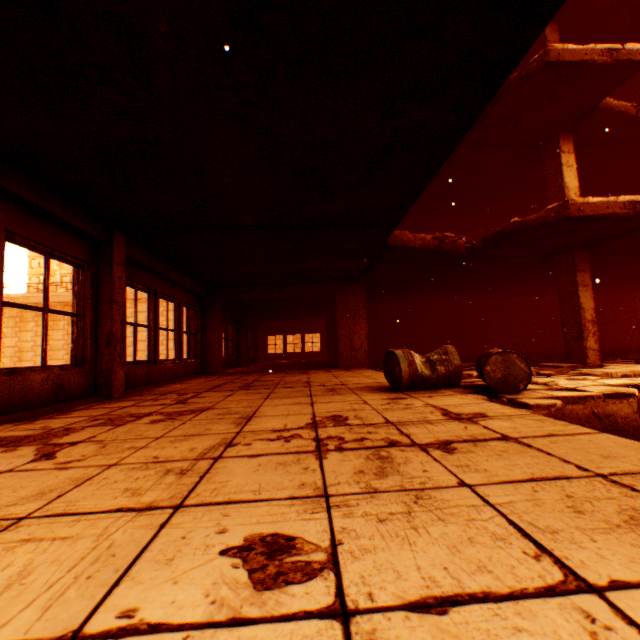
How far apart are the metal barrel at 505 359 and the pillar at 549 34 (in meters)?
7.17

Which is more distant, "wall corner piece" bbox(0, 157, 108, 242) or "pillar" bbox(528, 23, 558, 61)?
"pillar" bbox(528, 23, 558, 61)

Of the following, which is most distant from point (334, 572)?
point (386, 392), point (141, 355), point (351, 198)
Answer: point (141, 355)

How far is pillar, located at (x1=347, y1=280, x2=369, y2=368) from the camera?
9.98m

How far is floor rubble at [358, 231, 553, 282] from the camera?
6.84m

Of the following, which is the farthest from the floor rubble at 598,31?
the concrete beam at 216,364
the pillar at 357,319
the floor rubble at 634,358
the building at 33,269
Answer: the building at 33,269

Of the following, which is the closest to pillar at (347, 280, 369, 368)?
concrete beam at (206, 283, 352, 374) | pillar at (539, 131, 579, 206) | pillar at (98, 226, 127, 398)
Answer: concrete beam at (206, 283, 352, 374)

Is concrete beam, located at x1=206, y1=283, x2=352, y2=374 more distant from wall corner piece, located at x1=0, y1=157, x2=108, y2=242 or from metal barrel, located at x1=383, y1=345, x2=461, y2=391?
metal barrel, located at x1=383, y1=345, x2=461, y2=391
